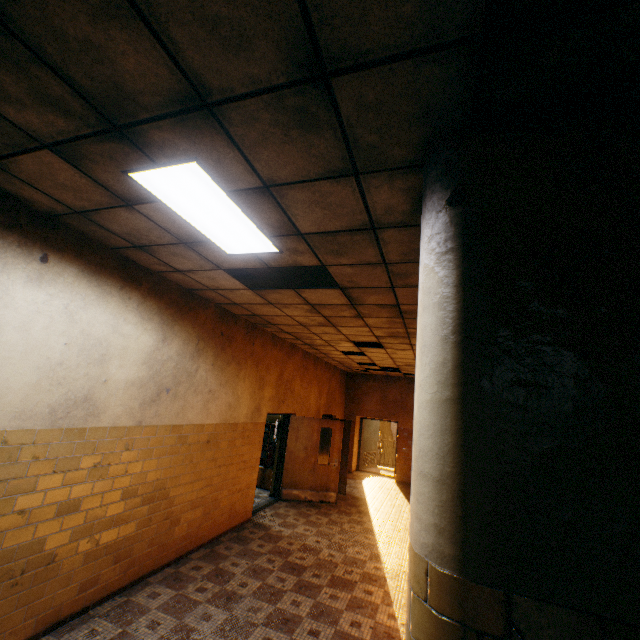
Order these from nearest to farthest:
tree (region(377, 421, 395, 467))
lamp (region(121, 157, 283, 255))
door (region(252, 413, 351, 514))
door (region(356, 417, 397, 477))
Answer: lamp (region(121, 157, 283, 255)) < door (region(252, 413, 351, 514)) < door (region(356, 417, 397, 477)) < tree (region(377, 421, 395, 467))

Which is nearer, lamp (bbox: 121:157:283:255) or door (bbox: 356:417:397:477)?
lamp (bbox: 121:157:283:255)

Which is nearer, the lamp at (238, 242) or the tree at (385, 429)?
the lamp at (238, 242)

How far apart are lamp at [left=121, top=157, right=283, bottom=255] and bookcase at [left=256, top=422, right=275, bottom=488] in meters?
7.1 m

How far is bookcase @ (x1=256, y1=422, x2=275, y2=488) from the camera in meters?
9.2

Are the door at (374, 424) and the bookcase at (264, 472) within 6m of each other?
yes

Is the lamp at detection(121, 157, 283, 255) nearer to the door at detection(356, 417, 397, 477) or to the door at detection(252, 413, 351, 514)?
the door at detection(252, 413, 351, 514)

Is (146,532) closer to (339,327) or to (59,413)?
(59,413)
